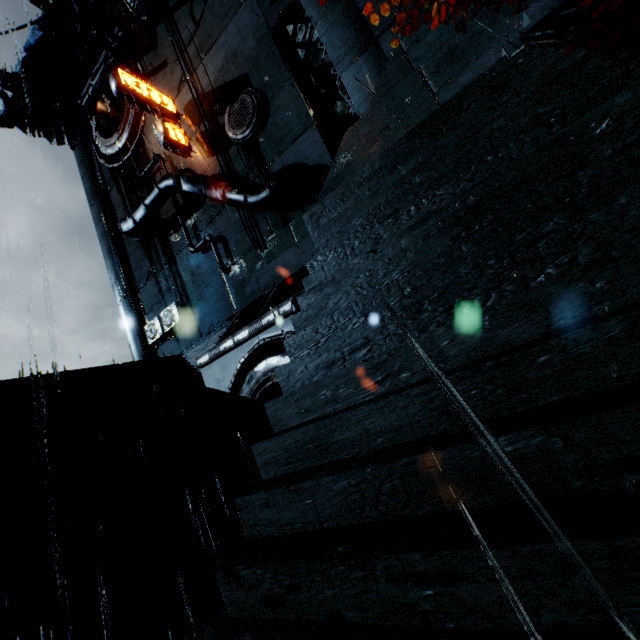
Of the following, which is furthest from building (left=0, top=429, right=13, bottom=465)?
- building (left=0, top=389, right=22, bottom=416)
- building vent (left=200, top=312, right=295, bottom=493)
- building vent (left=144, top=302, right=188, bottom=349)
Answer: building vent (left=144, top=302, right=188, bottom=349)

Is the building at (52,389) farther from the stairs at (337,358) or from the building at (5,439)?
the stairs at (337,358)

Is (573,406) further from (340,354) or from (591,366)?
(340,354)

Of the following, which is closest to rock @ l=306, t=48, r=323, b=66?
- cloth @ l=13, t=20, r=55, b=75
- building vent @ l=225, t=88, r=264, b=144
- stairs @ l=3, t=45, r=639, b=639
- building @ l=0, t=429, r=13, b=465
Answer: building vent @ l=225, t=88, r=264, b=144

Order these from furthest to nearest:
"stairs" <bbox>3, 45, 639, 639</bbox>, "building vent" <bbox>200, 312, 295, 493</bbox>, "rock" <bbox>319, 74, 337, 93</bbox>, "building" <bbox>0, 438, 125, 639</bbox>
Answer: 1. "rock" <bbox>319, 74, 337, 93</bbox>
2. "building" <bbox>0, 438, 125, 639</bbox>
3. "building vent" <bbox>200, 312, 295, 493</bbox>
4. "stairs" <bbox>3, 45, 639, 639</bbox>

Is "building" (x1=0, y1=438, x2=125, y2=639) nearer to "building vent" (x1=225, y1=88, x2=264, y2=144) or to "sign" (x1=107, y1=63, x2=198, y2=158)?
"building vent" (x1=225, y1=88, x2=264, y2=144)

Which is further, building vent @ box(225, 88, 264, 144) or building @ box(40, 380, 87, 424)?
building vent @ box(225, 88, 264, 144)

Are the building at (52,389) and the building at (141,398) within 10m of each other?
yes
